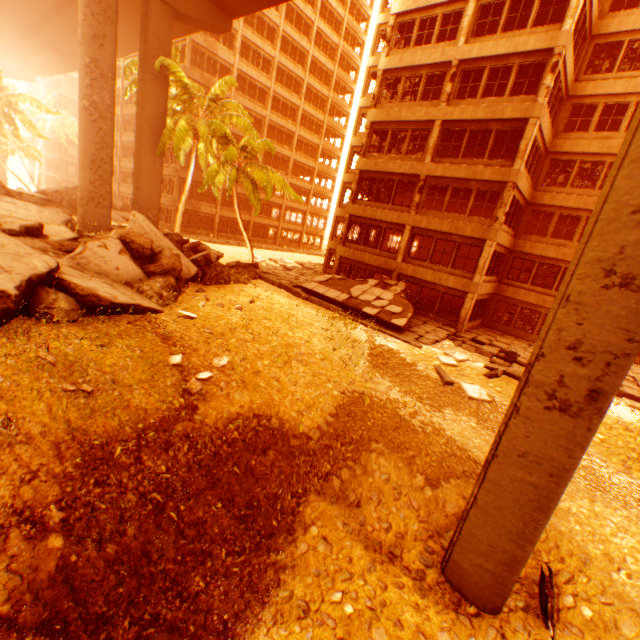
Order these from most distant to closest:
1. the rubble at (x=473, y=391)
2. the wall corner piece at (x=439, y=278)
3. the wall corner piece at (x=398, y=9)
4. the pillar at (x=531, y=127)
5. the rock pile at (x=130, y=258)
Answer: the wall corner piece at (x=439, y=278) < the wall corner piece at (x=398, y=9) < the pillar at (x=531, y=127) < the rubble at (x=473, y=391) < the rock pile at (x=130, y=258)

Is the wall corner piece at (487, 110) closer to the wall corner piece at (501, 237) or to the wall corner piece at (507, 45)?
the wall corner piece at (507, 45)

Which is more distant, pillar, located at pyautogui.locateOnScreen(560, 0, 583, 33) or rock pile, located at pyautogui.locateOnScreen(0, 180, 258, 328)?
pillar, located at pyautogui.locateOnScreen(560, 0, 583, 33)

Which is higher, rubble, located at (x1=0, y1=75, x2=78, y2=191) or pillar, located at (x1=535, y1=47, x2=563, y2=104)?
pillar, located at (x1=535, y1=47, x2=563, y2=104)

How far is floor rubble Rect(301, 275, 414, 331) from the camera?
17.6m

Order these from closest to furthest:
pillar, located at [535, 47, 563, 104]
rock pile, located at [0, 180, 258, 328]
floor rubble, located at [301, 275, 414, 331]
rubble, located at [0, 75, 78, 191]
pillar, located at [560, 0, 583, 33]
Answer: rock pile, located at [0, 180, 258, 328] < pillar, located at [560, 0, 583, 33] < pillar, located at [535, 47, 563, 104] < floor rubble, located at [301, 275, 414, 331] < rubble, located at [0, 75, 78, 191]

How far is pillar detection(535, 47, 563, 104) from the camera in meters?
15.1

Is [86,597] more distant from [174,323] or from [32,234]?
[32,234]
